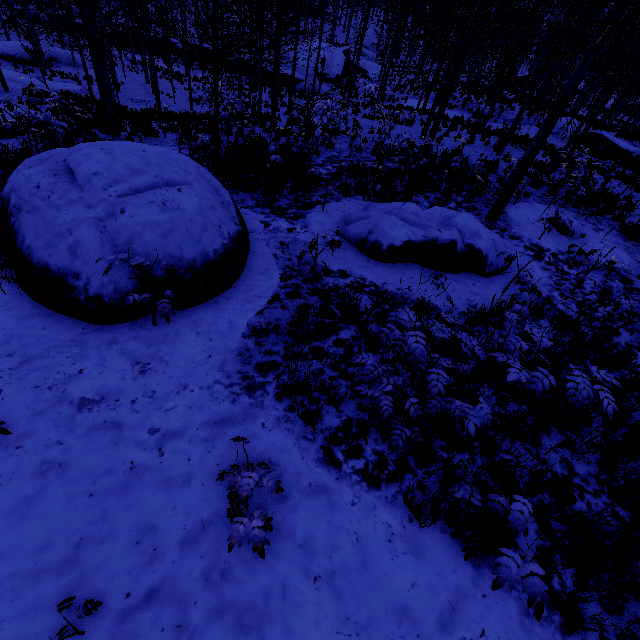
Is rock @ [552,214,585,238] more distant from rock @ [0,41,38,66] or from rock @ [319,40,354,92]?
rock @ [0,41,38,66]

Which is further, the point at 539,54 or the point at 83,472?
the point at 539,54

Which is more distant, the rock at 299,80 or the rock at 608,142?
the rock at 299,80

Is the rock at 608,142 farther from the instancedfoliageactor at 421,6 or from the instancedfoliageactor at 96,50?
the instancedfoliageactor at 96,50

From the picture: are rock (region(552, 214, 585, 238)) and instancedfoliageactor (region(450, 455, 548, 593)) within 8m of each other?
no

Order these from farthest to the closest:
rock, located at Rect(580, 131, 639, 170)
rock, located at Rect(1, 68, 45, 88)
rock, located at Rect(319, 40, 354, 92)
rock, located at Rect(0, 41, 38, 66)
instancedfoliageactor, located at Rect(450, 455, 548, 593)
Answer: rock, located at Rect(319, 40, 354, 92)
rock, located at Rect(0, 41, 38, 66)
rock, located at Rect(1, 68, 45, 88)
rock, located at Rect(580, 131, 639, 170)
instancedfoliageactor, located at Rect(450, 455, 548, 593)

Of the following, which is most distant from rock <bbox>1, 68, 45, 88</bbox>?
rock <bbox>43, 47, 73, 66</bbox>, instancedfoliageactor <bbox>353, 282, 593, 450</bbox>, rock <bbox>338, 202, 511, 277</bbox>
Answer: instancedfoliageactor <bbox>353, 282, 593, 450</bbox>

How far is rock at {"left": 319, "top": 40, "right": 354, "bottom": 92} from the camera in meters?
35.2 m
